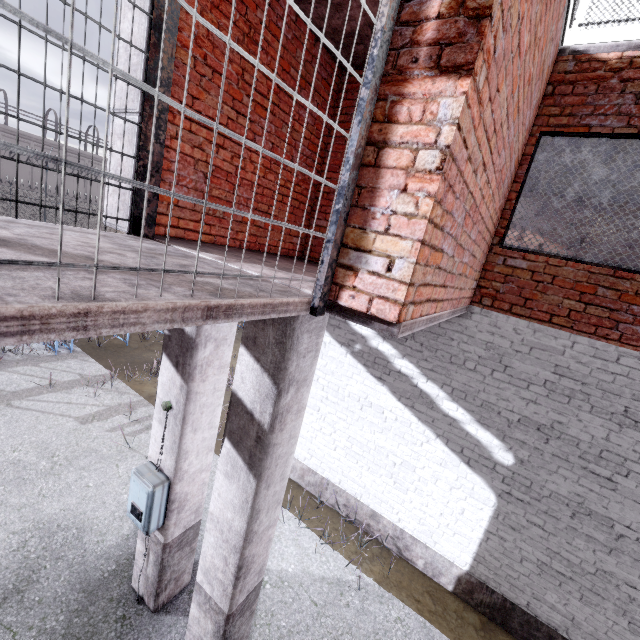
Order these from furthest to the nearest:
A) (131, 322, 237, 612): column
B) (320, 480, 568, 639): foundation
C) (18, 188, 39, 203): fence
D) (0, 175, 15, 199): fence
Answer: (18, 188, 39, 203): fence
(0, 175, 15, 199): fence
(320, 480, 568, 639): foundation
(131, 322, 237, 612): column

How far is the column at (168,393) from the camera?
3.0m

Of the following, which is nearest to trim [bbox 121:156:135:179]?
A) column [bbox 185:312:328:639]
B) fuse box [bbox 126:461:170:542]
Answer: column [bbox 185:312:328:639]

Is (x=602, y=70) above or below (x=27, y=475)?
above

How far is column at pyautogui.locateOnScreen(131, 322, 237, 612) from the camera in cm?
303

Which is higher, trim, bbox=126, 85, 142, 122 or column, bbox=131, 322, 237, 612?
trim, bbox=126, 85, 142, 122

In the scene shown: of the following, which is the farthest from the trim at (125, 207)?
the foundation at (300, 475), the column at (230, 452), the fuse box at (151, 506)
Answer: the fuse box at (151, 506)

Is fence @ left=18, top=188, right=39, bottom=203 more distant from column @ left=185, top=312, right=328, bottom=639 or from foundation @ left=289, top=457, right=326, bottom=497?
column @ left=185, top=312, right=328, bottom=639
